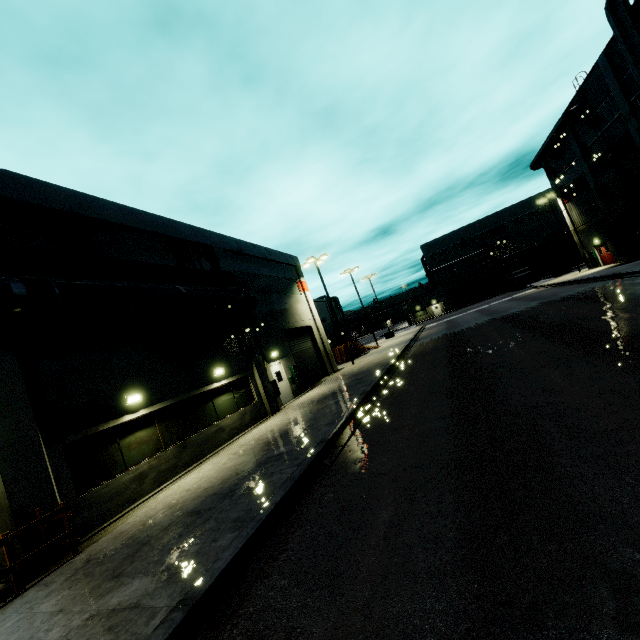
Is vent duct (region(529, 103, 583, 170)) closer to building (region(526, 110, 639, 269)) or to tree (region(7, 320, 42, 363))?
building (region(526, 110, 639, 269))

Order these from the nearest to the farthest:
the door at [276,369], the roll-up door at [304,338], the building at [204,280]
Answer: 1. the building at [204,280]
2. the door at [276,369]
3. the roll-up door at [304,338]

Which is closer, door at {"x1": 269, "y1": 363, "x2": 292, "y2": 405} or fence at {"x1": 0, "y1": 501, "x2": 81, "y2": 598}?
fence at {"x1": 0, "y1": 501, "x2": 81, "y2": 598}

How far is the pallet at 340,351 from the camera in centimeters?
3231cm

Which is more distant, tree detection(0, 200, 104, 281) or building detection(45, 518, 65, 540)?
tree detection(0, 200, 104, 281)

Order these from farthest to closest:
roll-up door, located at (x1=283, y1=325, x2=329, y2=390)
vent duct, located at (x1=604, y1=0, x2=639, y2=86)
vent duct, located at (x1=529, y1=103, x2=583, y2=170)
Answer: vent duct, located at (x1=529, y1=103, x2=583, y2=170), roll-up door, located at (x1=283, y1=325, x2=329, y2=390), vent duct, located at (x1=604, y1=0, x2=639, y2=86)

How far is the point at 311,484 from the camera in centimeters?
685cm

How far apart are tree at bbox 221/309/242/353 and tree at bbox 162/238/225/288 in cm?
65
